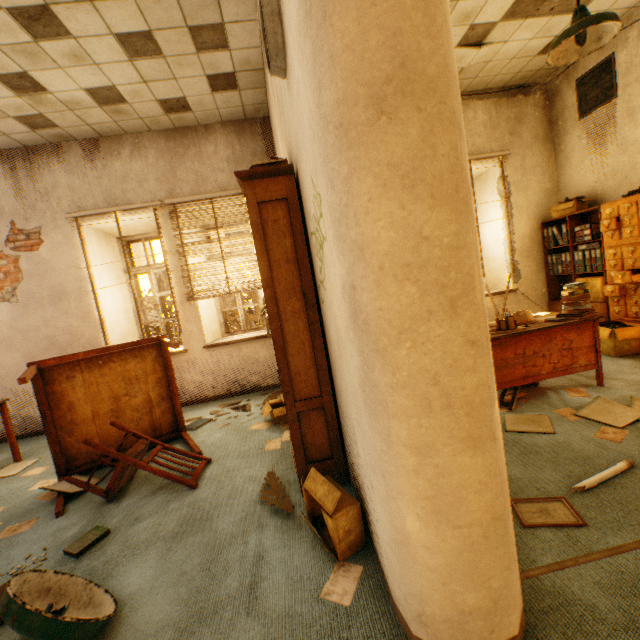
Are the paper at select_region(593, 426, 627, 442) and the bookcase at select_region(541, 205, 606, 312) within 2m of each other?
no

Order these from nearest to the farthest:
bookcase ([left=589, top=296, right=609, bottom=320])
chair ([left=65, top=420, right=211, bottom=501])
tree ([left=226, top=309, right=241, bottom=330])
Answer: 1. chair ([left=65, top=420, right=211, bottom=501])
2. bookcase ([left=589, top=296, right=609, bottom=320])
3. tree ([left=226, top=309, right=241, bottom=330])

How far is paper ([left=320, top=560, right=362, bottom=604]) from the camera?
1.5 meters

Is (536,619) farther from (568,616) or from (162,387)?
(162,387)

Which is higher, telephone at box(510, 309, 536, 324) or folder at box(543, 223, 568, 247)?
folder at box(543, 223, 568, 247)

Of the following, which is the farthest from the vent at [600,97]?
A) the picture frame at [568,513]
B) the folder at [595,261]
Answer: the picture frame at [568,513]

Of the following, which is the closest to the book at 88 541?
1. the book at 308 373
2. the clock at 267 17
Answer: the book at 308 373

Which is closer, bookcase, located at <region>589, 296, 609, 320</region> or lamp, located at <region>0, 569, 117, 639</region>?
lamp, located at <region>0, 569, 117, 639</region>
